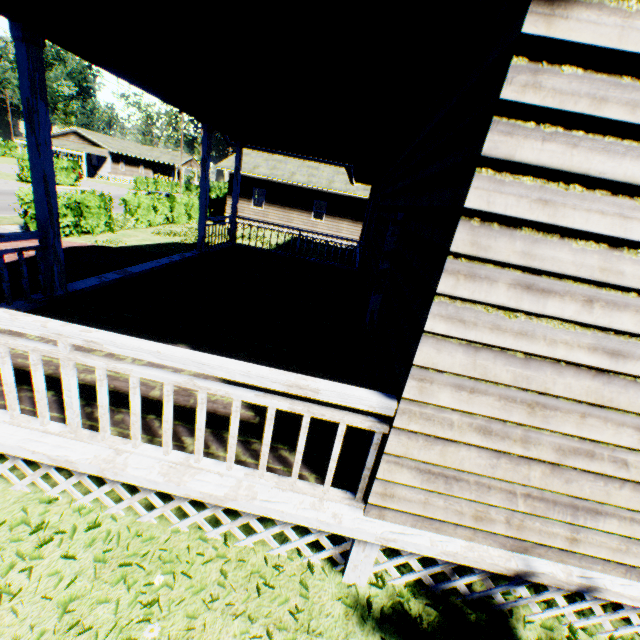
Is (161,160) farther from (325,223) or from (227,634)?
(227,634)
